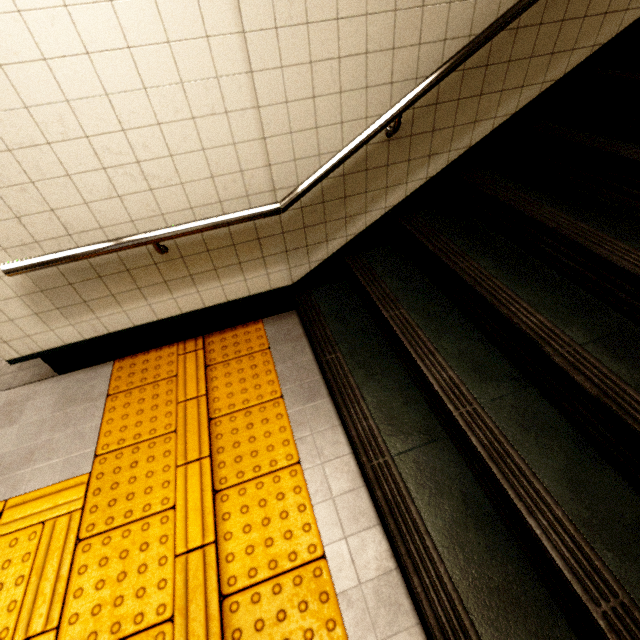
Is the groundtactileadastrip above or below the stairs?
below

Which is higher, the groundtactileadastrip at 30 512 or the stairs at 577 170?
the stairs at 577 170

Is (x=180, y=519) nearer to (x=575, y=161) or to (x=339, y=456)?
(x=339, y=456)
